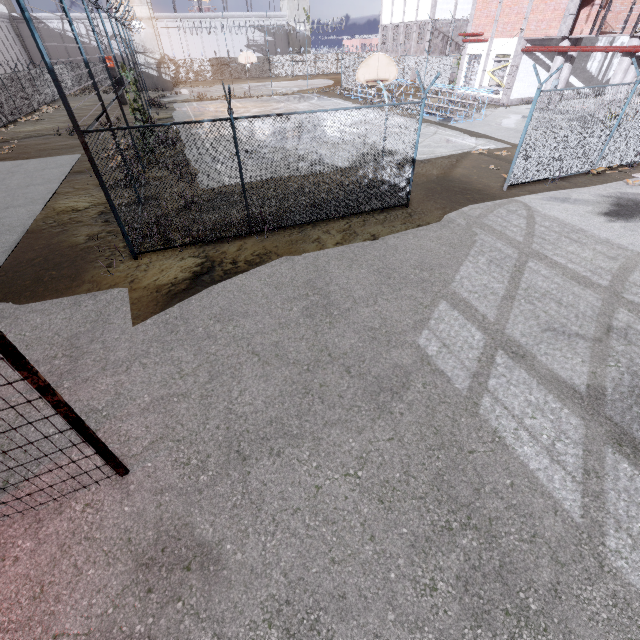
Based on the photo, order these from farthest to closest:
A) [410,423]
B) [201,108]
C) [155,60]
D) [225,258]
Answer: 1. [155,60]
2. [201,108]
3. [225,258]
4. [410,423]

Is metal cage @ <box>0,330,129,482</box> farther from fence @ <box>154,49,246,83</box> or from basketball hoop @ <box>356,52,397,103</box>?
basketball hoop @ <box>356,52,397,103</box>

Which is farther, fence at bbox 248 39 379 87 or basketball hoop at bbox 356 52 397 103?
fence at bbox 248 39 379 87

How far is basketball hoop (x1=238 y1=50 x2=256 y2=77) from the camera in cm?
3006

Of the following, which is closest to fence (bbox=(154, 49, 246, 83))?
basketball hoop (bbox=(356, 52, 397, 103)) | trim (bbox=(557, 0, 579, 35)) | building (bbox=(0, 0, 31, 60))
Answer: trim (bbox=(557, 0, 579, 35))

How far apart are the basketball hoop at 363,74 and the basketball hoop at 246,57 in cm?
2435

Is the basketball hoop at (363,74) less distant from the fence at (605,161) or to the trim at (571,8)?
the fence at (605,161)

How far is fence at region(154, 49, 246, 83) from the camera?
47.91m
